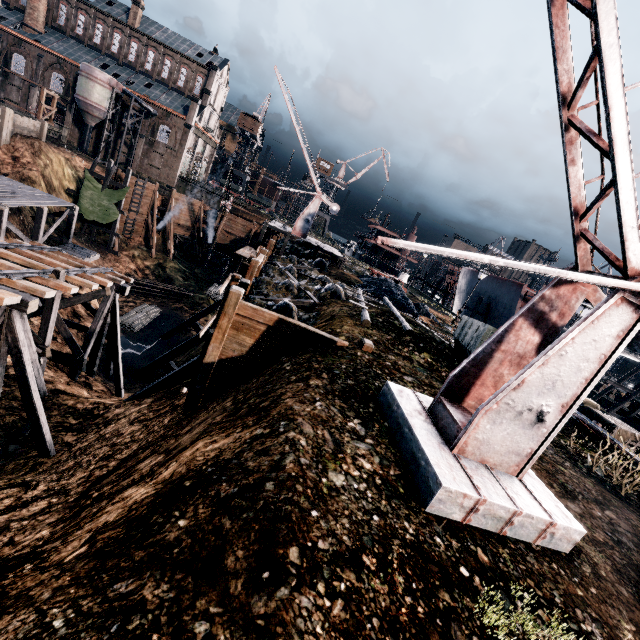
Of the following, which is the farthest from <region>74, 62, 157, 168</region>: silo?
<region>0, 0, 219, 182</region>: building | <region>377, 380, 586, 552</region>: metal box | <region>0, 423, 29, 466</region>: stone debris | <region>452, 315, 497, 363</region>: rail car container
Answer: <region>377, 380, 586, 552</region>: metal box

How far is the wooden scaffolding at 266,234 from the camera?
14.1m

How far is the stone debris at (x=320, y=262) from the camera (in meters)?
29.22

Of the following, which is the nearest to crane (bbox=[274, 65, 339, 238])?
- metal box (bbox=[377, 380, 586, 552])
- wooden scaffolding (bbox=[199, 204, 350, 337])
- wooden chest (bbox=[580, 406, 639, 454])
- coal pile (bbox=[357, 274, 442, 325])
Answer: wooden scaffolding (bbox=[199, 204, 350, 337])

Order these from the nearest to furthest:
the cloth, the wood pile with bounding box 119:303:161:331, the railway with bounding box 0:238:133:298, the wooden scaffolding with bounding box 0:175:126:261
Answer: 1. the railway with bounding box 0:238:133:298
2. the wooden scaffolding with bounding box 0:175:126:261
3. the wood pile with bounding box 119:303:161:331
4. the cloth

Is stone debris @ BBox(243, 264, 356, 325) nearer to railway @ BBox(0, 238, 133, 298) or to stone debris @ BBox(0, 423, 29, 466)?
railway @ BBox(0, 238, 133, 298)

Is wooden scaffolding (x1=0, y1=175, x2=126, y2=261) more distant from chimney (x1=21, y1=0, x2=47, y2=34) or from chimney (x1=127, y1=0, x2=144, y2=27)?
chimney (x1=127, y1=0, x2=144, y2=27)

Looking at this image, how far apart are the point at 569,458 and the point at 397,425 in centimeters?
732cm
